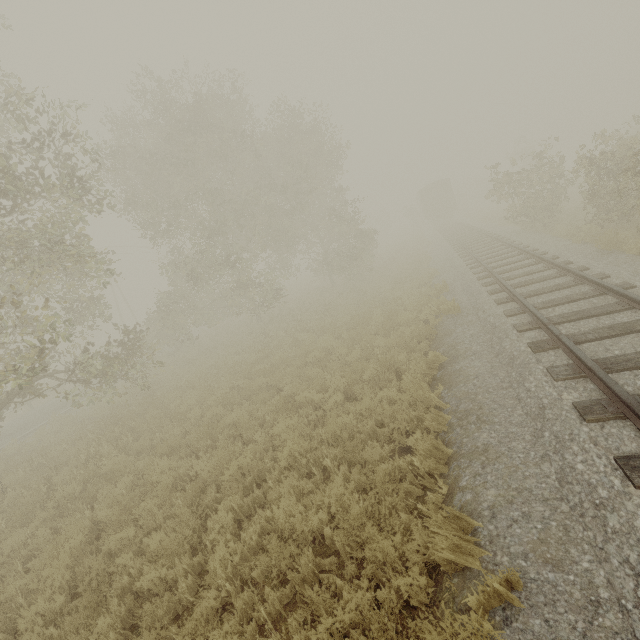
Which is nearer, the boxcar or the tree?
the tree

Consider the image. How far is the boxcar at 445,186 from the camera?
36.66m

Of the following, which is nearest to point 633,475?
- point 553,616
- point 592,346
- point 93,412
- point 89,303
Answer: point 553,616

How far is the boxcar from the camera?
36.7 meters

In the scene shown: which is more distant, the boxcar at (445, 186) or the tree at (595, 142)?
the boxcar at (445, 186)
